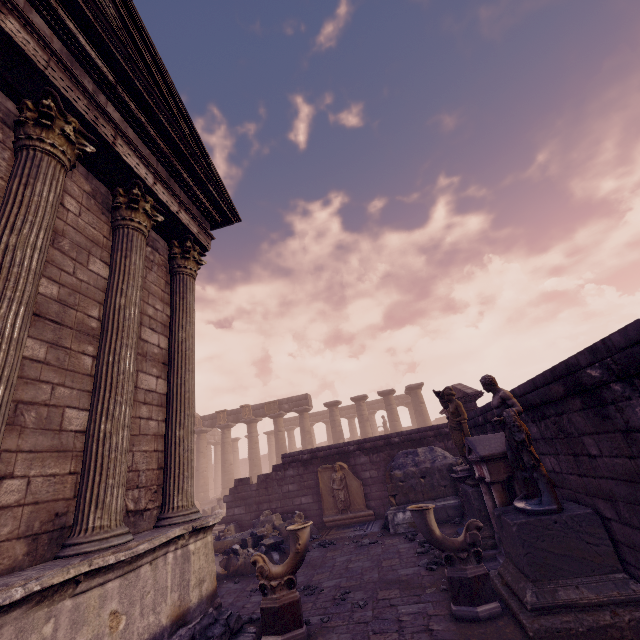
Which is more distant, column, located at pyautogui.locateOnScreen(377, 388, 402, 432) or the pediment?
column, located at pyautogui.locateOnScreen(377, 388, 402, 432)

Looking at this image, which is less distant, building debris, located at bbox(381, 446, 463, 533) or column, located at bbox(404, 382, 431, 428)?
building debris, located at bbox(381, 446, 463, 533)

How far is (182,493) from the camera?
4.8m

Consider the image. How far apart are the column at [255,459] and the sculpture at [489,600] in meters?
22.7 m

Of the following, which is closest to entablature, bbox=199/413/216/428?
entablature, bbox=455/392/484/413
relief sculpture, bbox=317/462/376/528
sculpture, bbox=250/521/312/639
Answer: entablature, bbox=455/392/484/413

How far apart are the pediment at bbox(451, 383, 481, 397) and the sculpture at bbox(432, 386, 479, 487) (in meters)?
3.52

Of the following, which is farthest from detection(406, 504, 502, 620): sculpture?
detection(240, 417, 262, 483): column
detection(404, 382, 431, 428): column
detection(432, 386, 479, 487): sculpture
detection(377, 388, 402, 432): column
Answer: detection(240, 417, 262, 483): column

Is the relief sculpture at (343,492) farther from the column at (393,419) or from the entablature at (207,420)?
the entablature at (207,420)
